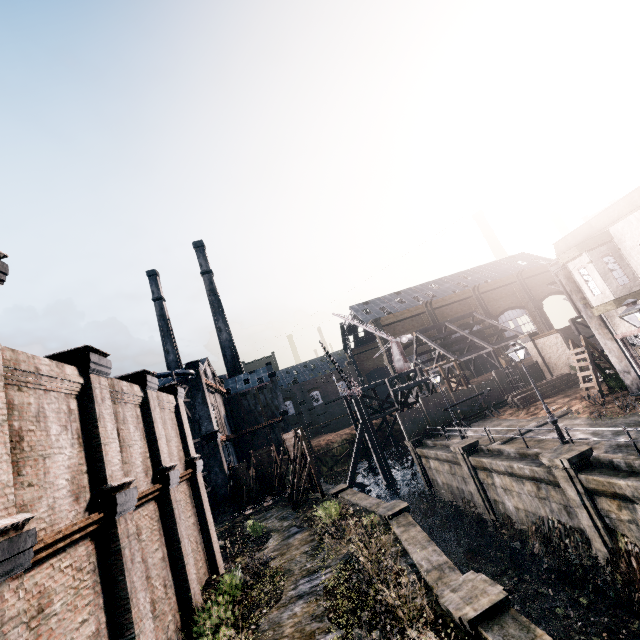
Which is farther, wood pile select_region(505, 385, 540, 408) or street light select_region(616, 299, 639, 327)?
wood pile select_region(505, 385, 540, 408)

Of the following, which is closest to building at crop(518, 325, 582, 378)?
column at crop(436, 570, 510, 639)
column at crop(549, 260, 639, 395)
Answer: column at crop(549, 260, 639, 395)

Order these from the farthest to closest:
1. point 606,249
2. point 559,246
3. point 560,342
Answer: point 560,342 < point 559,246 < point 606,249

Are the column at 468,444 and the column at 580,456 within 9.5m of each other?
yes

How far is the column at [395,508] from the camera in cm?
1662

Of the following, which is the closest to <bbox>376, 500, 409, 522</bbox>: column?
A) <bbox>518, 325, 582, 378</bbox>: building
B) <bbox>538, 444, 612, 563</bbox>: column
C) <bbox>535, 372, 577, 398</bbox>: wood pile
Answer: <bbox>538, 444, 612, 563</bbox>: column

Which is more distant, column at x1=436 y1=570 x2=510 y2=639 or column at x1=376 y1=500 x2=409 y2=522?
column at x1=376 y1=500 x2=409 y2=522

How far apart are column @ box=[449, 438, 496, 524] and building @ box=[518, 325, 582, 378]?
17.9m
